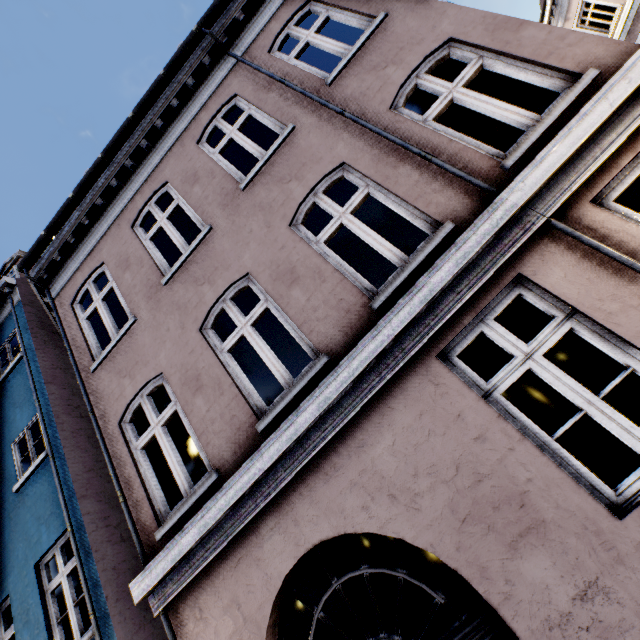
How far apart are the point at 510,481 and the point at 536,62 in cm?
437
